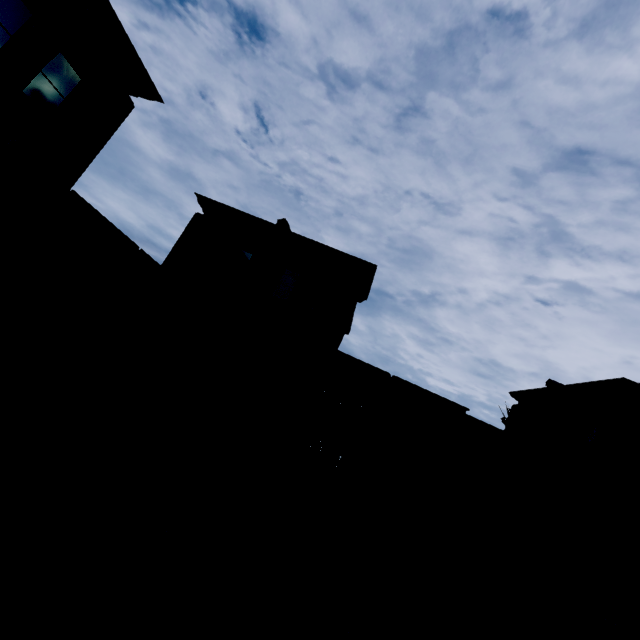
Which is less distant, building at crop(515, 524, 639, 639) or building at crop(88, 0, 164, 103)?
building at crop(88, 0, 164, 103)

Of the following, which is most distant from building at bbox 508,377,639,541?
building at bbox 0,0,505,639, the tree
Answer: building at bbox 0,0,505,639

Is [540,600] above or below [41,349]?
below

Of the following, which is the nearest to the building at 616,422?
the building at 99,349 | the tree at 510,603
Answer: the tree at 510,603

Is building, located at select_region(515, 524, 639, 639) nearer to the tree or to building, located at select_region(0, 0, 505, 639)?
the tree

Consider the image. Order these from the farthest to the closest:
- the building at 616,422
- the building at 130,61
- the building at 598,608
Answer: the building at 616,422 < the building at 598,608 < the building at 130,61
